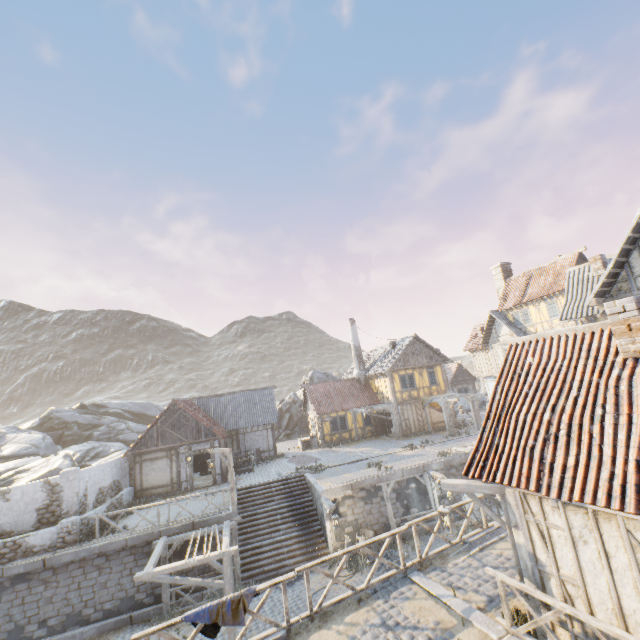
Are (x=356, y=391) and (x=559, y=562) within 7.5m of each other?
no

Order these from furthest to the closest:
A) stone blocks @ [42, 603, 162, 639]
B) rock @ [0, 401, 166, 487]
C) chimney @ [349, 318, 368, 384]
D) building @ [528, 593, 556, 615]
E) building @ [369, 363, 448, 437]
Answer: chimney @ [349, 318, 368, 384] → building @ [369, 363, 448, 437] → rock @ [0, 401, 166, 487] → stone blocks @ [42, 603, 162, 639] → building @ [528, 593, 556, 615]

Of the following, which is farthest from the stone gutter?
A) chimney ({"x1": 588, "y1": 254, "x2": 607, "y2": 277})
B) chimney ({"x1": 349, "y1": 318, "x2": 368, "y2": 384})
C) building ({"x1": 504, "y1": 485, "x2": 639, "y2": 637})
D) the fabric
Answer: chimney ({"x1": 349, "y1": 318, "x2": 368, "y2": 384})

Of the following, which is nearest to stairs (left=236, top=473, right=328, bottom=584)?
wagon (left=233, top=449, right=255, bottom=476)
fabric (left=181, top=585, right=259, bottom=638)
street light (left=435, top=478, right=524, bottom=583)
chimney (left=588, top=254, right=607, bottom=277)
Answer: wagon (left=233, top=449, right=255, bottom=476)

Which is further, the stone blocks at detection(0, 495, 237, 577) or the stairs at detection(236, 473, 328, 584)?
the stairs at detection(236, 473, 328, 584)

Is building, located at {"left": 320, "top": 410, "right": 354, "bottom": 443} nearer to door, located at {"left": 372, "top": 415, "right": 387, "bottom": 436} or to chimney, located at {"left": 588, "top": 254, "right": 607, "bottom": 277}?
door, located at {"left": 372, "top": 415, "right": 387, "bottom": 436}

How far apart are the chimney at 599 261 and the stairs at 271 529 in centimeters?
2000cm

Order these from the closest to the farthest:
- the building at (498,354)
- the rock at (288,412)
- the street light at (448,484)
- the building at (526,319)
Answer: the street light at (448,484) → the building at (526,319) → the building at (498,354) → the rock at (288,412)
